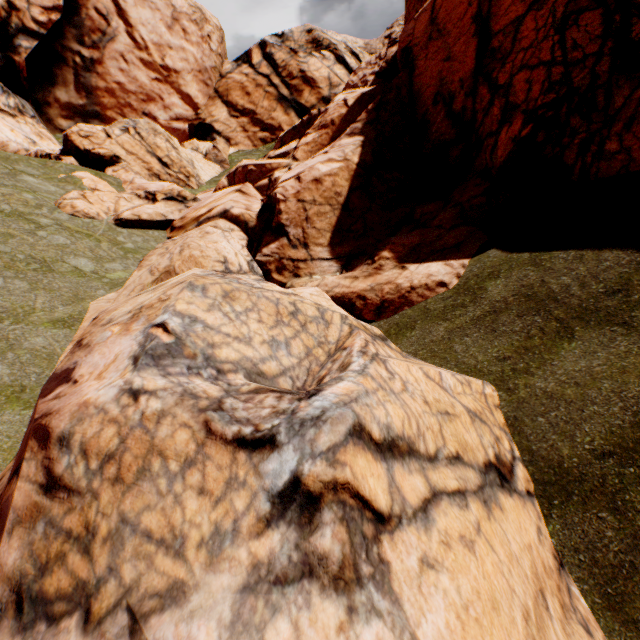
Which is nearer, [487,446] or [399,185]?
[487,446]
